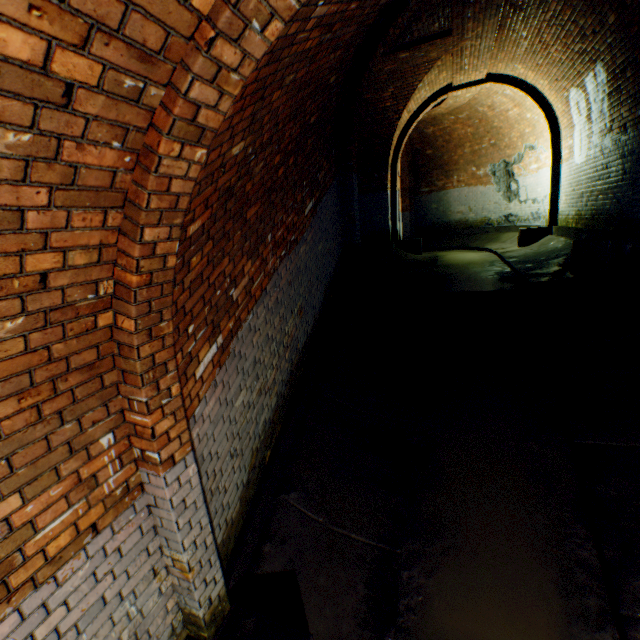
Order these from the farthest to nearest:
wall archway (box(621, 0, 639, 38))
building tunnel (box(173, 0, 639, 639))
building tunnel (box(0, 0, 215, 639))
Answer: wall archway (box(621, 0, 639, 38)) < building tunnel (box(173, 0, 639, 639)) < building tunnel (box(0, 0, 215, 639))

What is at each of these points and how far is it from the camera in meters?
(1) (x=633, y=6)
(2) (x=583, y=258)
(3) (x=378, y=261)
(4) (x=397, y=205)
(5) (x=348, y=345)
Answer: (1) wall archway, 4.1 m
(2) wall archway, 4.9 m
(3) wall archway, 6.1 m
(4) wall archway, 10.5 m
(5) building tunnel, 5.0 m

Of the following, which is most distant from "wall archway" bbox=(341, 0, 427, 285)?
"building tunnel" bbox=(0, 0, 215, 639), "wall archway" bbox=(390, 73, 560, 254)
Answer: "wall archway" bbox=(390, 73, 560, 254)

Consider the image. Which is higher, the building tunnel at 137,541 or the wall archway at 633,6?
the wall archway at 633,6

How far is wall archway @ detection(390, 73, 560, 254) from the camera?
8.4m

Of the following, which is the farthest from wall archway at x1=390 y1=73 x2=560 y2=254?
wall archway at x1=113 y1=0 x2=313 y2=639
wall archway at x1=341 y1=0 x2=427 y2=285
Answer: wall archway at x1=113 y1=0 x2=313 y2=639

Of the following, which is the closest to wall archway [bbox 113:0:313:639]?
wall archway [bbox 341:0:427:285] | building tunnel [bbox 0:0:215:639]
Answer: building tunnel [bbox 0:0:215:639]

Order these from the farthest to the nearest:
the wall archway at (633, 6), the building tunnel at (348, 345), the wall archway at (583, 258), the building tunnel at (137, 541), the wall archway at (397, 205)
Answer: the wall archway at (397, 205) → the wall archway at (583, 258) → the wall archway at (633, 6) → the building tunnel at (348, 345) → the building tunnel at (137, 541)
